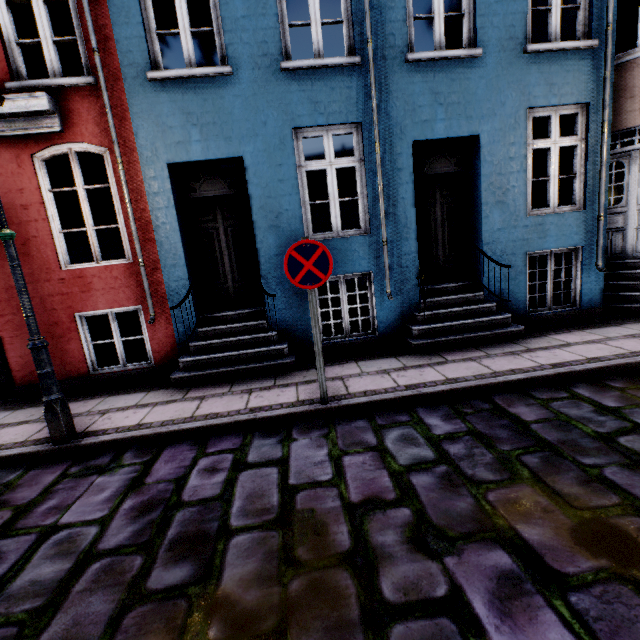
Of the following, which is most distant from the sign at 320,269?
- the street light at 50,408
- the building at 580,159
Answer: the street light at 50,408

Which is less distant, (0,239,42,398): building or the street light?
the street light

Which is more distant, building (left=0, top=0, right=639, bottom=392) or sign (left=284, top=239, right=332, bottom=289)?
building (left=0, top=0, right=639, bottom=392)

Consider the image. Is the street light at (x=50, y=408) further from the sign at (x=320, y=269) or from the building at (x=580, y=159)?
the sign at (x=320, y=269)

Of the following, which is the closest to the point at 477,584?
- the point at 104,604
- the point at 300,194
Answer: the point at 104,604

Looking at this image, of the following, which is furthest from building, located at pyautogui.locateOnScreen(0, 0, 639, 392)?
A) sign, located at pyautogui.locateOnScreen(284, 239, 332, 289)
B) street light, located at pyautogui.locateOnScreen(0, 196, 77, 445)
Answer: sign, located at pyautogui.locateOnScreen(284, 239, 332, 289)

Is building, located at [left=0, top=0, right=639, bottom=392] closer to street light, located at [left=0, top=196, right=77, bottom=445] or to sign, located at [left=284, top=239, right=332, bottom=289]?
street light, located at [left=0, top=196, right=77, bottom=445]
